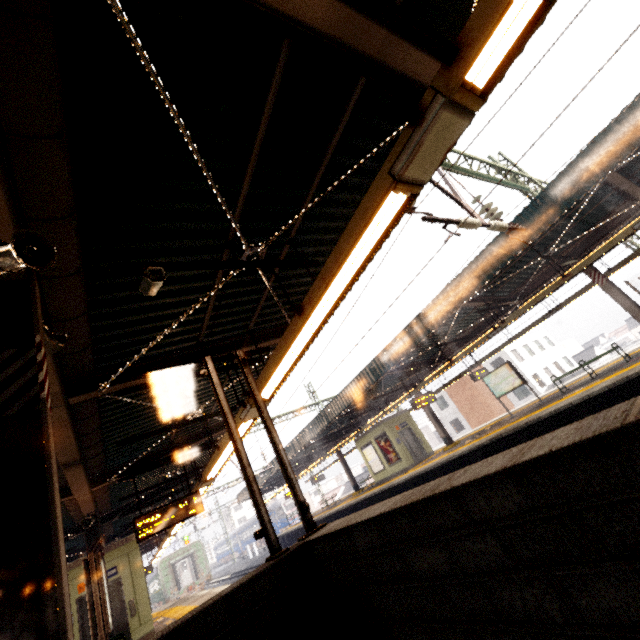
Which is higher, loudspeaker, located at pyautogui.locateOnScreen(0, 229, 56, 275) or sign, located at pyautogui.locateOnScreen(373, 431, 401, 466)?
loudspeaker, located at pyautogui.locateOnScreen(0, 229, 56, 275)

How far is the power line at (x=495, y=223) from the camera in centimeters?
600cm

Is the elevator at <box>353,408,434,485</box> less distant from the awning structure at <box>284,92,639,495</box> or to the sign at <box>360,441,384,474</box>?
the sign at <box>360,441,384,474</box>

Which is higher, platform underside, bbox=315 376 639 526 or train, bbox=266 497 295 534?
train, bbox=266 497 295 534

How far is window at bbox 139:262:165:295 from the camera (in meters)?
3.01

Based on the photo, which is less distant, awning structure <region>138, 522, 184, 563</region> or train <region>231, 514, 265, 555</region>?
awning structure <region>138, 522, 184, 563</region>

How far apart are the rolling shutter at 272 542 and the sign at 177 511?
7.86m

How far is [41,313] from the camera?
2.72m
